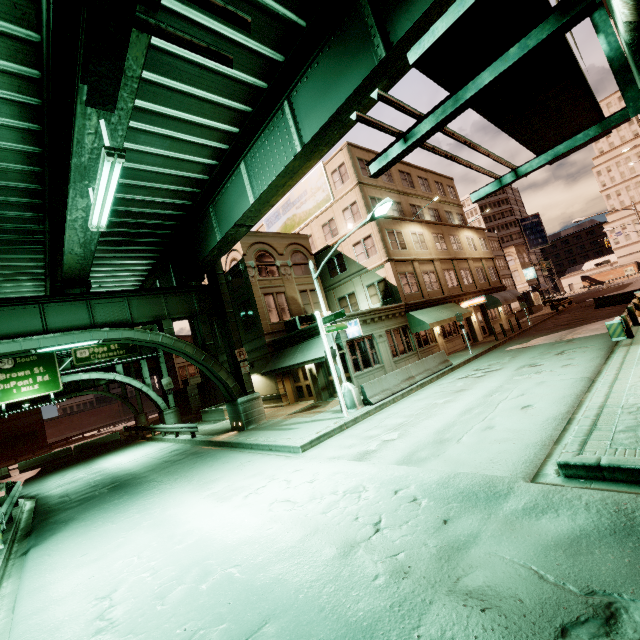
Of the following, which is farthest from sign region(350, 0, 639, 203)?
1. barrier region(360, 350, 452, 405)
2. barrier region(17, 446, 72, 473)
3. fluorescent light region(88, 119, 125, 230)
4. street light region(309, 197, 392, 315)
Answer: barrier region(17, 446, 72, 473)

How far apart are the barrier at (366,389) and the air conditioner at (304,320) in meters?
7.8 m

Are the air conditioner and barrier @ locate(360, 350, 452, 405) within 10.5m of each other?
yes

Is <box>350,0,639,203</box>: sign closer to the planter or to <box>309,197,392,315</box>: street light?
<box>309,197,392,315</box>: street light

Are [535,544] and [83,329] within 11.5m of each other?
no

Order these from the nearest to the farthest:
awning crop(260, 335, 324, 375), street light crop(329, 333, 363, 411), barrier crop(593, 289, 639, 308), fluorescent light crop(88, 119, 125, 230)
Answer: fluorescent light crop(88, 119, 125, 230), street light crop(329, 333, 363, 411), awning crop(260, 335, 324, 375), barrier crop(593, 289, 639, 308)

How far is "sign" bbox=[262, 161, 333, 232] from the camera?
28.3 meters

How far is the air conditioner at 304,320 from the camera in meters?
22.6
